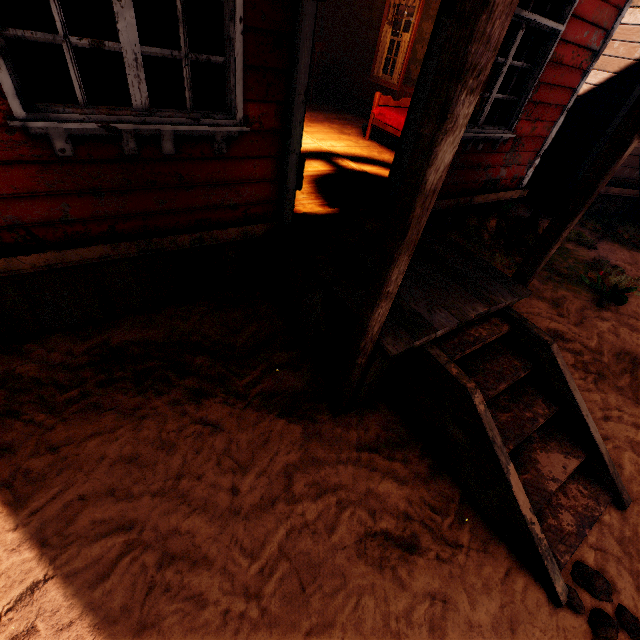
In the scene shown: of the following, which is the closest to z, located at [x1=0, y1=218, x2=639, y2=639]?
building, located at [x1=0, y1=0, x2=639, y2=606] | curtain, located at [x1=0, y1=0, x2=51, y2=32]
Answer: building, located at [x1=0, y1=0, x2=639, y2=606]

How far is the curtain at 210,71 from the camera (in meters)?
2.37

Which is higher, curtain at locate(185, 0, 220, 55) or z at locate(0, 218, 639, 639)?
curtain at locate(185, 0, 220, 55)

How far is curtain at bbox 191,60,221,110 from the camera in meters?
2.4 m

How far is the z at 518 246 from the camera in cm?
488

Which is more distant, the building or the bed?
the bed

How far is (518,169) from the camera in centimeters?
534cm

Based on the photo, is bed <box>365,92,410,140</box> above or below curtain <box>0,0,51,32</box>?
below
